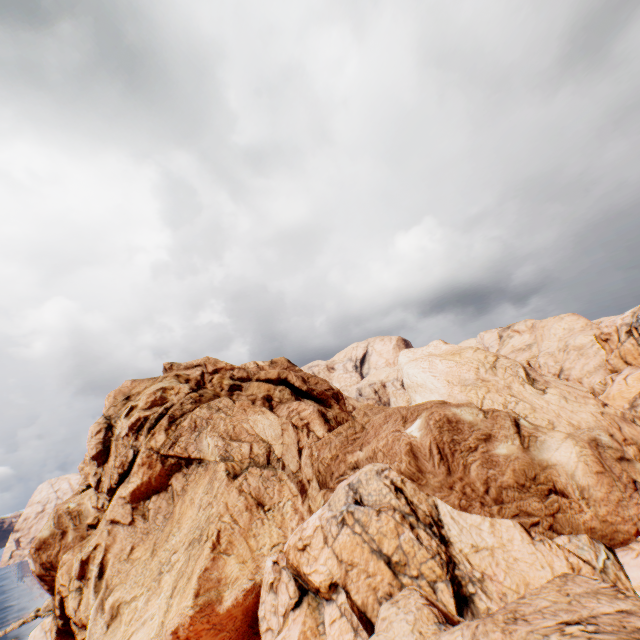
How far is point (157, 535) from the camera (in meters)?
26.14
